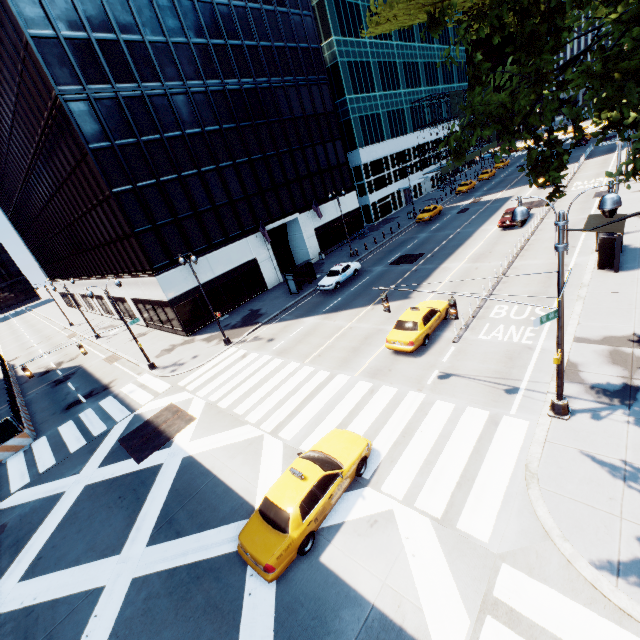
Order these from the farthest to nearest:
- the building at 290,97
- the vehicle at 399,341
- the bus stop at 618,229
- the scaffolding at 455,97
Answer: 1. the scaffolding at 455,97
2. the building at 290,97
3. the bus stop at 618,229
4. the vehicle at 399,341

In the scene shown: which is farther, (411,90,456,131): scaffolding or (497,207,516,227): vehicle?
(411,90,456,131): scaffolding

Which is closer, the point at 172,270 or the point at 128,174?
the point at 128,174

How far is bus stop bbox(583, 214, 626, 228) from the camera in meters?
18.3 m

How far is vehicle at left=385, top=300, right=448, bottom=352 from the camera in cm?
1656

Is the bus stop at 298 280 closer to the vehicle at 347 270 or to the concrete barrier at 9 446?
the vehicle at 347 270

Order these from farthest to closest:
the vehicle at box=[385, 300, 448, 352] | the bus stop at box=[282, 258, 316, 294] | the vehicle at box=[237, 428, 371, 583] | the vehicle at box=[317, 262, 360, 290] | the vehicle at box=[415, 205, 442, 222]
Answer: the vehicle at box=[415, 205, 442, 222]
the bus stop at box=[282, 258, 316, 294]
the vehicle at box=[317, 262, 360, 290]
the vehicle at box=[385, 300, 448, 352]
the vehicle at box=[237, 428, 371, 583]

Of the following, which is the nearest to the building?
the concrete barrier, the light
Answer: the concrete barrier
